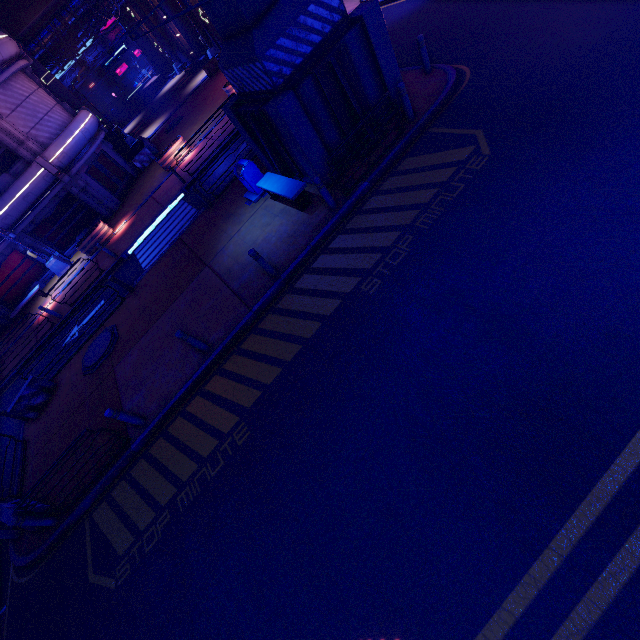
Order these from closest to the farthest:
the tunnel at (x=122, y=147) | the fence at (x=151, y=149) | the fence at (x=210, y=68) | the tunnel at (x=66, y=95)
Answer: the tunnel at (x=66, y=95)
the fence at (x=151, y=149)
the tunnel at (x=122, y=147)
the fence at (x=210, y=68)

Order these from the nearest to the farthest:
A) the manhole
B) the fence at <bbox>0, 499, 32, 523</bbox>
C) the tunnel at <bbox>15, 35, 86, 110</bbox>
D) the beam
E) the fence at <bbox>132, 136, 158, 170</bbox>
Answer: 1. the fence at <bbox>0, 499, 32, 523</bbox>
2. the manhole
3. the beam
4. the tunnel at <bbox>15, 35, 86, 110</bbox>
5. the fence at <bbox>132, 136, 158, 170</bbox>

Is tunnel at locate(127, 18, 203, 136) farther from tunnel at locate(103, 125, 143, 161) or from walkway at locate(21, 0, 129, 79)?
tunnel at locate(103, 125, 143, 161)

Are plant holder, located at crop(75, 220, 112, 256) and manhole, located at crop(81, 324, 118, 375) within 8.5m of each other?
no

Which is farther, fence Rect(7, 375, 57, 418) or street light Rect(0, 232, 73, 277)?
street light Rect(0, 232, 73, 277)

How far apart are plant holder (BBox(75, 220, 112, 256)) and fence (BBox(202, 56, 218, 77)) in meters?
18.2

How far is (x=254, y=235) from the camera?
11.0 meters

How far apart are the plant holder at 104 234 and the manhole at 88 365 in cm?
934
